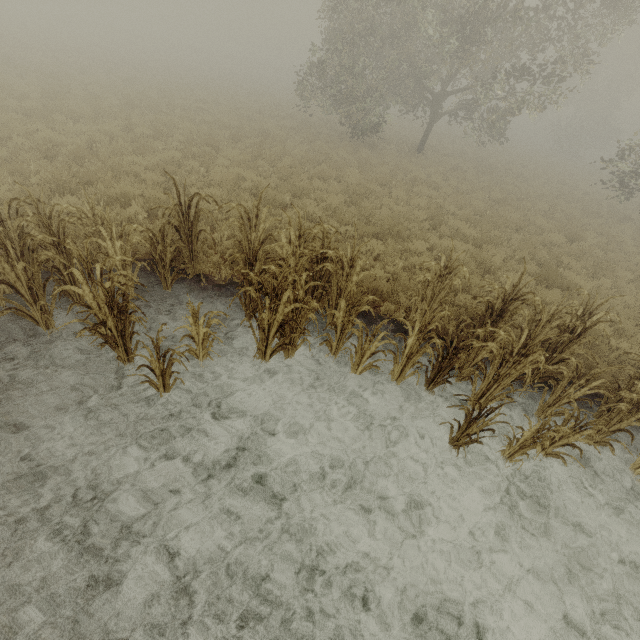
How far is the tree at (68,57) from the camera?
21.4m

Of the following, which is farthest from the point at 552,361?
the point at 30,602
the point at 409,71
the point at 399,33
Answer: the point at 409,71

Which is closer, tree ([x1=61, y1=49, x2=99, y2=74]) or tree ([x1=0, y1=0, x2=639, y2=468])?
tree ([x1=0, y1=0, x2=639, y2=468])

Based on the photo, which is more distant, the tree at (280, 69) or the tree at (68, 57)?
the tree at (68, 57)

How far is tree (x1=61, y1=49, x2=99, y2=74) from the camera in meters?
21.4
